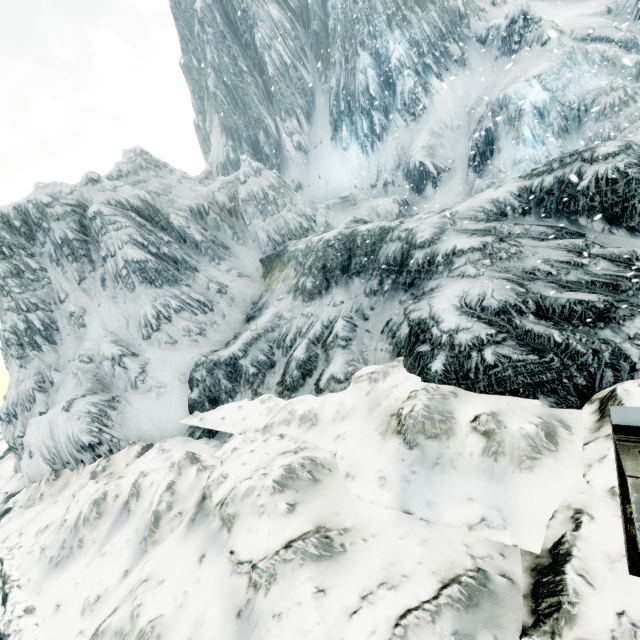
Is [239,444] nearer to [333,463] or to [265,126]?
[333,463]
